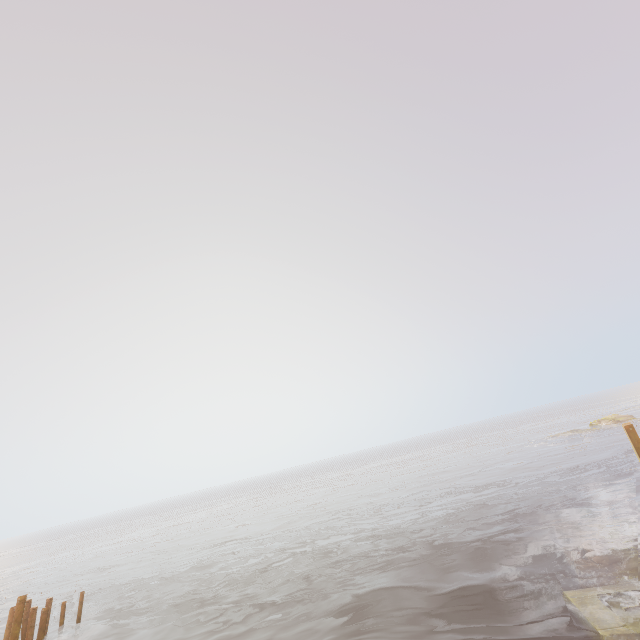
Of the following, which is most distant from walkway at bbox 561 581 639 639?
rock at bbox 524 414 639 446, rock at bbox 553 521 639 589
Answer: rock at bbox 524 414 639 446

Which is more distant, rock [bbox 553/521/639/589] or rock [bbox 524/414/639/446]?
rock [bbox 524/414/639/446]

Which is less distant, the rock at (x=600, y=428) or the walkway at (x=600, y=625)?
the walkway at (x=600, y=625)

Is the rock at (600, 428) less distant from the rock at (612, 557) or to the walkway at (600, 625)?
the rock at (612, 557)

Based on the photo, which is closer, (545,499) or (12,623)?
(12,623)

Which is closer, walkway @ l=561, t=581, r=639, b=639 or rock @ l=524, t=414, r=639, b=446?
walkway @ l=561, t=581, r=639, b=639
